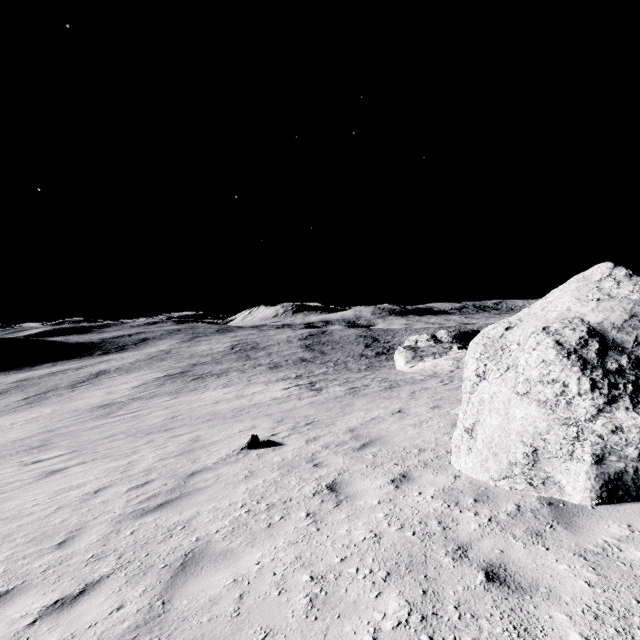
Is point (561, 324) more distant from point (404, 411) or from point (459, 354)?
point (459, 354)
